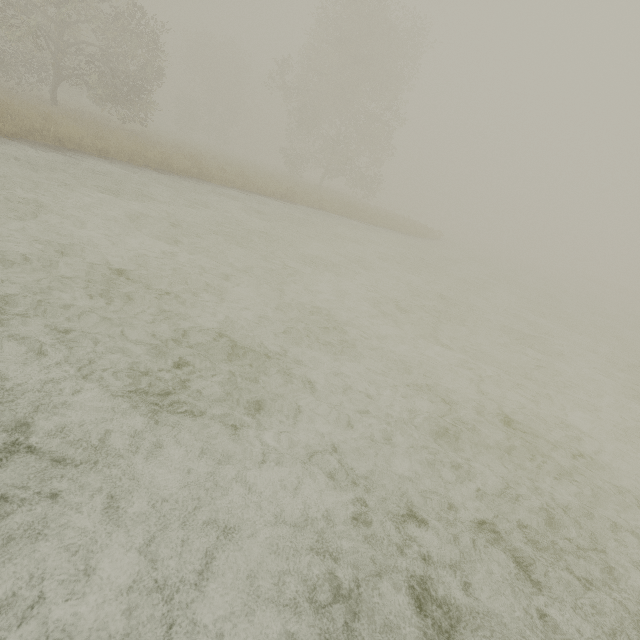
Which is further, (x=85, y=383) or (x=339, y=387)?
(x=339, y=387)
